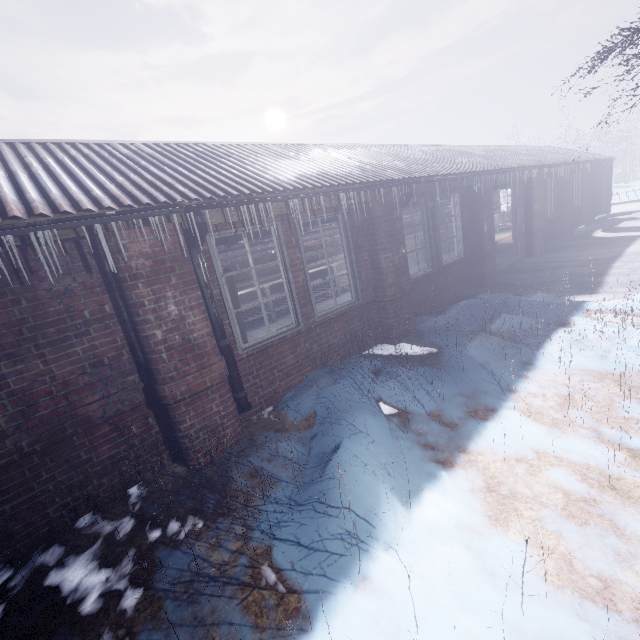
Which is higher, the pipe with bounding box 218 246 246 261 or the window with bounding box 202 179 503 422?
the pipe with bounding box 218 246 246 261

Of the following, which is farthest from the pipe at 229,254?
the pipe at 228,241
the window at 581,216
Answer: the window at 581,216

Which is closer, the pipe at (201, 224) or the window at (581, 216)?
the pipe at (201, 224)

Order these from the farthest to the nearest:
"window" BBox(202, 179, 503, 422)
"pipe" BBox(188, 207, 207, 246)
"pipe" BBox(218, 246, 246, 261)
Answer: "pipe" BBox(218, 246, 246, 261), "window" BBox(202, 179, 503, 422), "pipe" BBox(188, 207, 207, 246)

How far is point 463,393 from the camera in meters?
3.2

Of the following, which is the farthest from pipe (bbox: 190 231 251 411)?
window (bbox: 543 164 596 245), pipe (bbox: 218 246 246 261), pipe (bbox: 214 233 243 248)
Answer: window (bbox: 543 164 596 245)

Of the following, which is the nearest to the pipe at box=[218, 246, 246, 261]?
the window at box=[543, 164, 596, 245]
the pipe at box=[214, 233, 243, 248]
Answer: the pipe at box=[214, 233, 243, 248]

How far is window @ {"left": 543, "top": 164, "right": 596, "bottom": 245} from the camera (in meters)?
10.00
